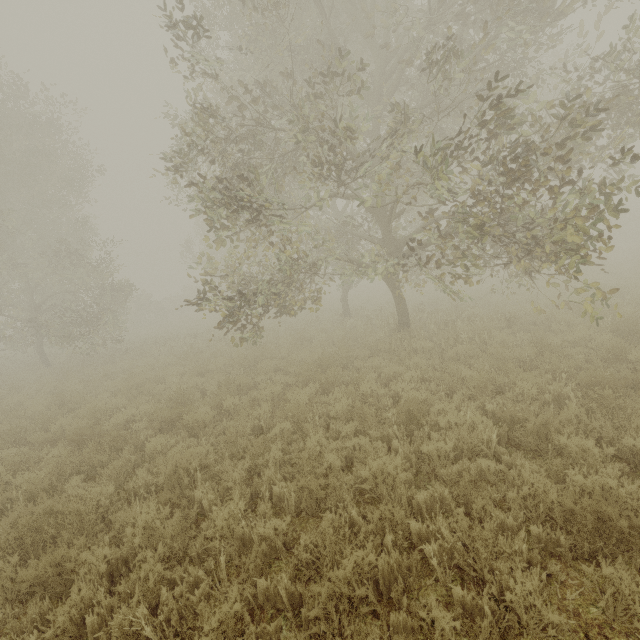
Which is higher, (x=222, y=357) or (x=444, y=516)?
(x=222, y=357)
